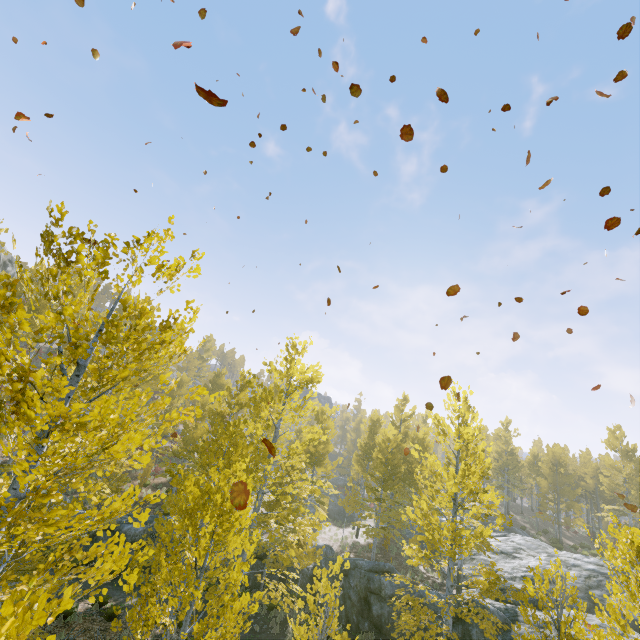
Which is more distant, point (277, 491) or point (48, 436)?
point (277, 491)

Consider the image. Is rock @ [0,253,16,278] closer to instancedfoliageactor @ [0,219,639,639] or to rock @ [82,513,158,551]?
instancedfoliageactor @ [0,219,639,639]

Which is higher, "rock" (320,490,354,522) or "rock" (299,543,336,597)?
"rock" (320,490,354,522)

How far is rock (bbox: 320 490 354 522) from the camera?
31.0m

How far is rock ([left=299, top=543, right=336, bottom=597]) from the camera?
15.6m

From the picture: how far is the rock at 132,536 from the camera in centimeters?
1688cm

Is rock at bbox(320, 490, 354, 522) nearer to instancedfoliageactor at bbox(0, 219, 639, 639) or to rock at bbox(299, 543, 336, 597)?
instancedfoliageactor at bbox(0, 219, 639, 639)

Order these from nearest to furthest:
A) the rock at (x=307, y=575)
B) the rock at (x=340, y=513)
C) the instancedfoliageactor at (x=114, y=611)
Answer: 1. the instancedfoliageactor at (x=114, y=611)
2. the rock at (x=307, y=575)
3. the rock at (x=340, y=513)
